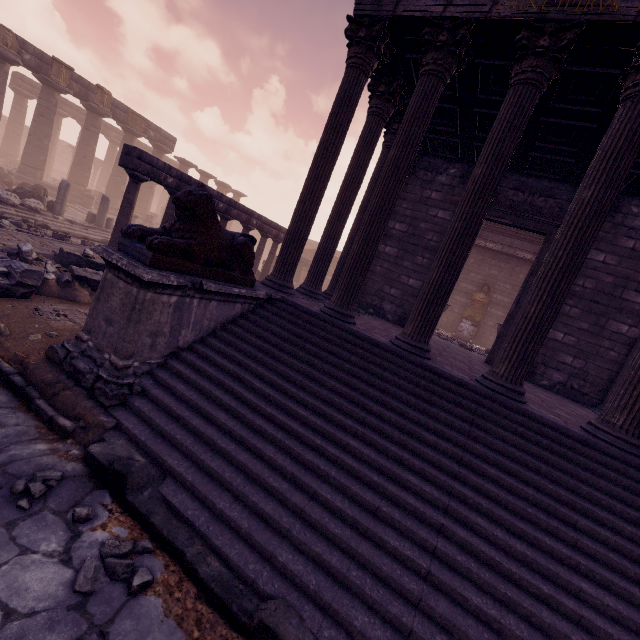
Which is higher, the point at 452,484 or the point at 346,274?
the point at 346,274

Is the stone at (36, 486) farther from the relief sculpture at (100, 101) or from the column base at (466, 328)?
the relief sculpture at (100, 101)

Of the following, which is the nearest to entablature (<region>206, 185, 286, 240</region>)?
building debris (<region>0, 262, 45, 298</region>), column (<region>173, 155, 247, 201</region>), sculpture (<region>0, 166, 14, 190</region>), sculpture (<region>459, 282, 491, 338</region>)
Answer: building debris (<region>0, 262, 45, 298</region>)

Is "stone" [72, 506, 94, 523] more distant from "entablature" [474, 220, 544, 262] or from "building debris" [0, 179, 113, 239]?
"building debris" [0, 179, 113, 239]

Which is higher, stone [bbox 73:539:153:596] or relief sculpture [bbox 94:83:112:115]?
relief sculpture [bbox 94:83:112:115]

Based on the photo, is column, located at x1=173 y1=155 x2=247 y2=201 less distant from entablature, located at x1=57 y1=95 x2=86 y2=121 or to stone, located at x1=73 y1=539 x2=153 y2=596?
entablature, located at x1=57 y1=95 x2=86 y2=121

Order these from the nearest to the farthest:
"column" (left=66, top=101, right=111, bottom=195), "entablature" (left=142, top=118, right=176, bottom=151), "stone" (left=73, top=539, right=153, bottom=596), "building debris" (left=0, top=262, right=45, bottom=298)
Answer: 1. "stone" (left=73, top=539, right=153, bottom=596)
2. "building debris" (left=0, top=262, right=45, bottom=298)
3. "column" (left=66, top=101, right=111, bottom=195)
4. "entablature" (left=142, top=118, right=176, bottom=151)

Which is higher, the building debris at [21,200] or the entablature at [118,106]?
the entablature at [118,106]
